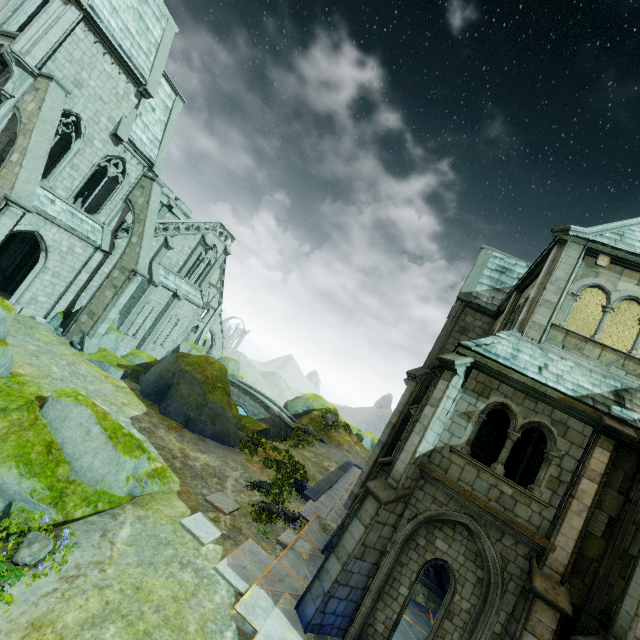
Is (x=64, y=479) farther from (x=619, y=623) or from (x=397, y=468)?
(x=619, y=623)

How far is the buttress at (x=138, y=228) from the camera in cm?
1939

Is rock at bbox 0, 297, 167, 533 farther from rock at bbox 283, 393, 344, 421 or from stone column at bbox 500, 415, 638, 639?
rock at bbox 283, 393, 344, 421

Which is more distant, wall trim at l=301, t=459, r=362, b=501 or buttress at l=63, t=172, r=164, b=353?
buttress at l=63, t=172, r=164, b=353

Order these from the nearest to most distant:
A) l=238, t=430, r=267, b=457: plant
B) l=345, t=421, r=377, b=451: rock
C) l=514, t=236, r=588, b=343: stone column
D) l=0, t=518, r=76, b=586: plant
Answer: l=0, t=518, r=76, b=586: plant < l=514, t=236, r=588, b=343: stone column < l=238, t=430, r=267, b=457: plant < l=345, t=421, r=377, b=451: rock

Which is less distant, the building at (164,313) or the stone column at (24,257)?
the building at (164,313)

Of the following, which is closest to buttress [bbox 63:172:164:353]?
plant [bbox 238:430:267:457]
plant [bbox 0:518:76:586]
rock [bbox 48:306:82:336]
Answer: rock [bbox 48:306:82:336]

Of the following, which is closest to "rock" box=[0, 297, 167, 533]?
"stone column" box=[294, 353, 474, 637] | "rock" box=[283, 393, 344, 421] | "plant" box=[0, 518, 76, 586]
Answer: "plant" box=[0, 518, 76, 586]
